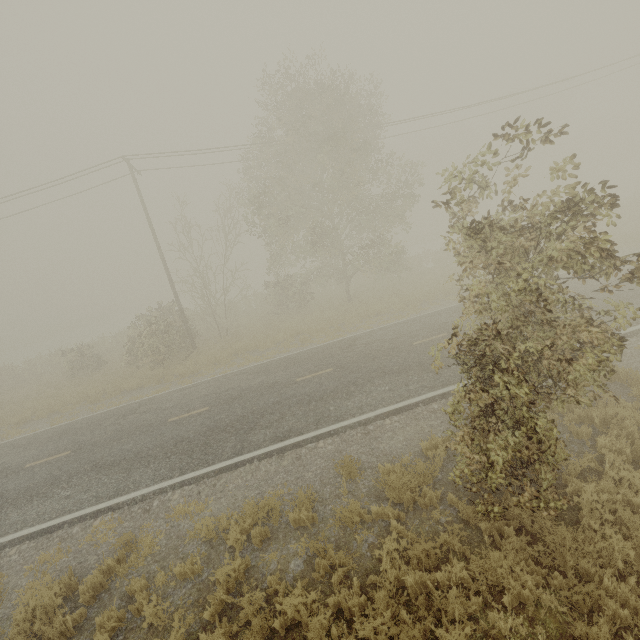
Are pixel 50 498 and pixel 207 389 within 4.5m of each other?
no
